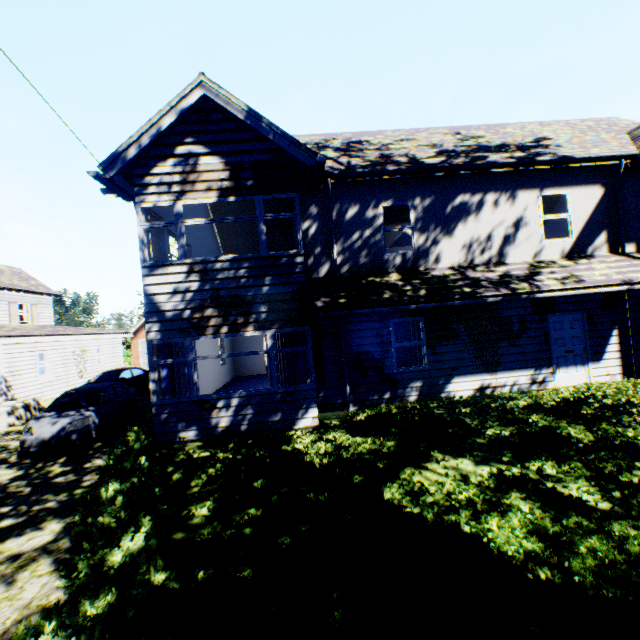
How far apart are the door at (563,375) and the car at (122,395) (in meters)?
14.24

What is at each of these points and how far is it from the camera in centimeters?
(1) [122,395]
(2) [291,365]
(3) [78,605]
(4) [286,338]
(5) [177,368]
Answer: (1) car, 1236cm
(2) curtain, 868cm
(3) hedge, 321cm
(4) curtain, 867cm
(5) curtain, 849cm

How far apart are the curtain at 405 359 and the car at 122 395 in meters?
9.4

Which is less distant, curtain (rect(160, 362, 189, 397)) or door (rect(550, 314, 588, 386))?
curtain (rect(160, 362, 189, 397))

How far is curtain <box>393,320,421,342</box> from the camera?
9.9m

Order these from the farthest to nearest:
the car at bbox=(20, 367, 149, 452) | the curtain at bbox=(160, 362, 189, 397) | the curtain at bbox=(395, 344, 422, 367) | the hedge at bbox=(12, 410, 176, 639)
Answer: the curtain at bbox=(395, 344, 422, 367) → the car at bbox=(20, 367, 149, 452) → the curtain at bbox=(160, 362, 189, 397) → the hedge at bbox=(12, 410, 176, 639)

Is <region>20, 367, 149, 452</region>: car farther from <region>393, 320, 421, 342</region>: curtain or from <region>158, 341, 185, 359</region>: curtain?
<region>393, 320, 421, 342</region>: curtain

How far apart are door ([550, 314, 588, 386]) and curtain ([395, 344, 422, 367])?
3.8m
